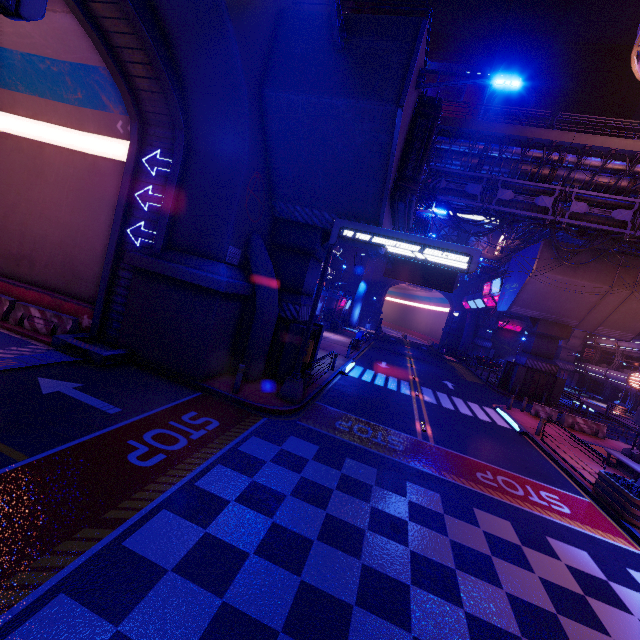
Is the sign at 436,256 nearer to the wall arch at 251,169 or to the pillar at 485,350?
the wall arch at 251,169

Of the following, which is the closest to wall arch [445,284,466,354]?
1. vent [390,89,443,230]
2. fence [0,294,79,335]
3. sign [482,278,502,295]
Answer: sign [482,278,502,295]

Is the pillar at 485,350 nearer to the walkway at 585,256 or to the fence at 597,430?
the walkway at 585,256

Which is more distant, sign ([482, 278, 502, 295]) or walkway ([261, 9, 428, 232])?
sign ([482, 278, 502, 295])

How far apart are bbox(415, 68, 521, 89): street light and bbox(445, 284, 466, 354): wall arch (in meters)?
50.43

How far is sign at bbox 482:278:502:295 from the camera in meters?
34.5

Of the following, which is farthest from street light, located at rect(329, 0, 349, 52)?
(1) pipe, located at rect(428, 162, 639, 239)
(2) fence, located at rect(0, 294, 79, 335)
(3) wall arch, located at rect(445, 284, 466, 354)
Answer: (3) wall arch, located at rect(445, 284, 466, 354)

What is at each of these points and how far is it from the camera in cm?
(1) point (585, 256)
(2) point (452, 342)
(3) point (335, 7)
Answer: (1) walkway, 2589
(2) wall arch, 5809
(3) street light, 925
